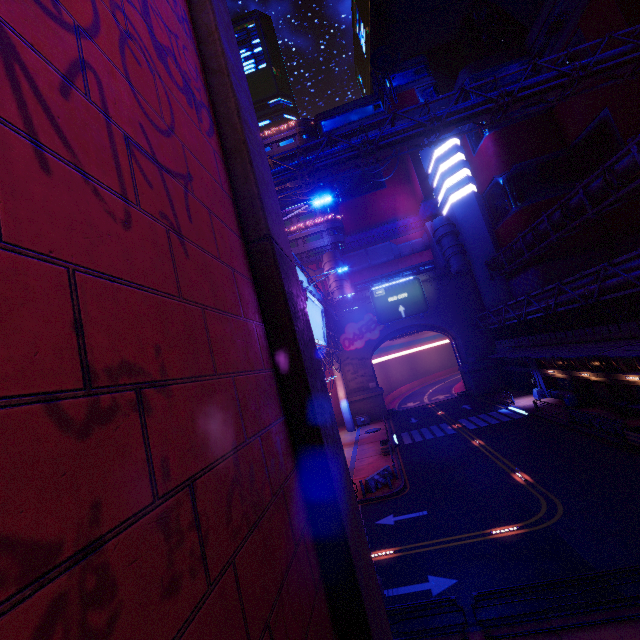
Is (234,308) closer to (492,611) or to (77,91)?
(77,91)

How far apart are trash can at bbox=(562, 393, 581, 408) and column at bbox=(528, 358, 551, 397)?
4.3m

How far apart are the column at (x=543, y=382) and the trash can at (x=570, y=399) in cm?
430

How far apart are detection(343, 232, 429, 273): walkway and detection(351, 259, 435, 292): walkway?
1.5 meters

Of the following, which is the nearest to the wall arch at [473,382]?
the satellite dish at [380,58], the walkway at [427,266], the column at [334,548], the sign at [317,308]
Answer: the walkway at [427,266]

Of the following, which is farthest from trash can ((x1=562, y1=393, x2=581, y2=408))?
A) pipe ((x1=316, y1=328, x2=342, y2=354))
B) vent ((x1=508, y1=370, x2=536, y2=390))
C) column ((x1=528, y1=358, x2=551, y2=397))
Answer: pipe ((x1=316, y1=328, x2=342, y2=354))

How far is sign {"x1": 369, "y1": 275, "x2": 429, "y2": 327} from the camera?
46.5 meters

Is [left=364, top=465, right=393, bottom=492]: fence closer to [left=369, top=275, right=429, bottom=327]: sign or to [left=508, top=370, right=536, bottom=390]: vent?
[left=508, top=370, right=536, bottom=390]: vent
